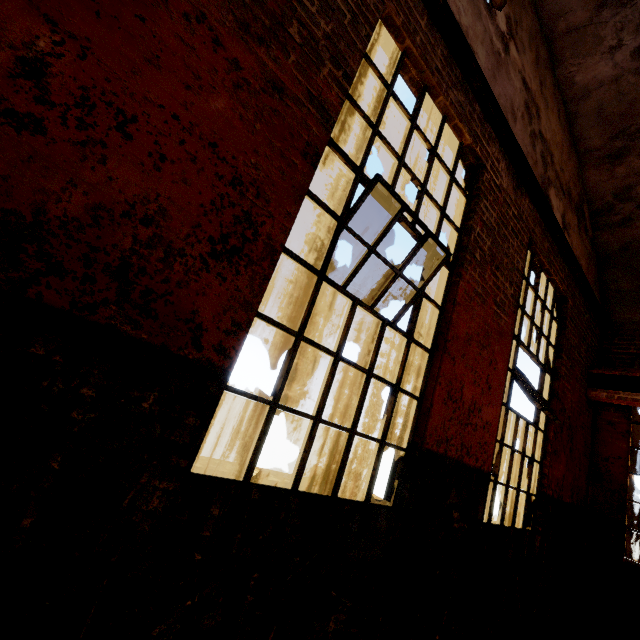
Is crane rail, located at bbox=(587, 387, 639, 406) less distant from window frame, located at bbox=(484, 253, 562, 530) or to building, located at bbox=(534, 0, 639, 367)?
building, located at bbox=(534, 0, 639, 367)

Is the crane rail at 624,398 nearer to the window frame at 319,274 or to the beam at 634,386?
the beam at 634,386

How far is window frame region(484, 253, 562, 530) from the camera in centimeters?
378cm

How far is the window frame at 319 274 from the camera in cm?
198

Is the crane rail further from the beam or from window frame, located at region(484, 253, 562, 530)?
window frame, located at region(484, 253, 562, 530)

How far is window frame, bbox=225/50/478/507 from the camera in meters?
2.0

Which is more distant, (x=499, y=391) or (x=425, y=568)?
(x=499, y=391)

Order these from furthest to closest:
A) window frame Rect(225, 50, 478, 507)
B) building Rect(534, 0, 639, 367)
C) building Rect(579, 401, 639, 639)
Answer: building Rect(579, 401, 639, 639), building Rect(534, 0, 639, 367), window frame Rect(225, 50, 478, 507)
